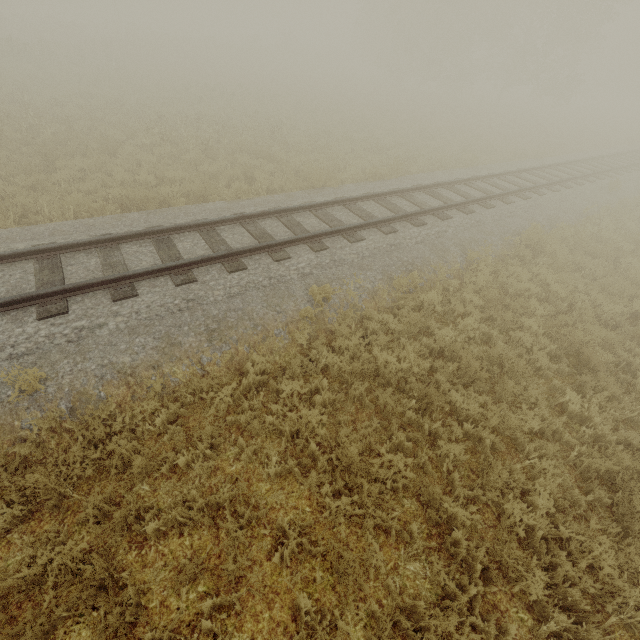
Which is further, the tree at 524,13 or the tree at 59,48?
the tree at 524,13

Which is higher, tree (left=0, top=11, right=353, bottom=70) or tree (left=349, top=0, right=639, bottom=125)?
tree (left=349, top=0, right=639, bottom=125)

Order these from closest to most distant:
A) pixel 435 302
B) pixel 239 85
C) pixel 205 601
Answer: pixel 205 601, pixel 435 302, pixel 239 85

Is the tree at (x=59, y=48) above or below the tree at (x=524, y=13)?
below

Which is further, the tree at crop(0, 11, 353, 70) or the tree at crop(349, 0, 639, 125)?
the tree at crop(349, 0, 639, 125)
